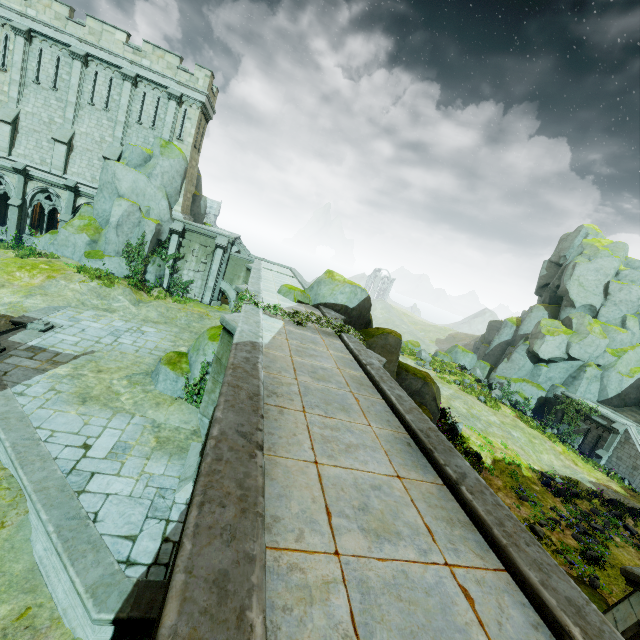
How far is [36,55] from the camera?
21.7 meters

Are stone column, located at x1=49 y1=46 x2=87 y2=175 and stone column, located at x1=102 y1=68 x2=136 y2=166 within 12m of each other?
yes

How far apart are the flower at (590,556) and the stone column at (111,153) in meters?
35.3

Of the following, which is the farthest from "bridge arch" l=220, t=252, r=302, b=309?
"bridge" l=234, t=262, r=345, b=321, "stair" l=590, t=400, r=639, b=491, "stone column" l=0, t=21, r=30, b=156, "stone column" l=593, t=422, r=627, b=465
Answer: "stair" l=590, t=400, r=639, b=491

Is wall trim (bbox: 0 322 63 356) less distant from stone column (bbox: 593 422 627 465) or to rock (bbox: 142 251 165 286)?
rock (bbox: 142 251 165 286)

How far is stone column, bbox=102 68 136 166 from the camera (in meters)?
22.66

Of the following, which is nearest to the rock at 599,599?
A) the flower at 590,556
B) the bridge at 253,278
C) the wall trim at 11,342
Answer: the bridge at 253,278

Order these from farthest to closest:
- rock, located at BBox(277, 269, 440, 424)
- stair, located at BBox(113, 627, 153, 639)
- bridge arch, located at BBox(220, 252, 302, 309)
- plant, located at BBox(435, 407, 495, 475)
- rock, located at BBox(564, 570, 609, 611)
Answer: bridge arch, located at BBox(220, 252, 302, 309), plant, located at BBox(435, 407, 495, 475), rock, located at BBox(277, 269, 440, 424), rock, located at BBox(564, 570, 609, 611), stair, located at BBox(113, 627, 153, 639)
